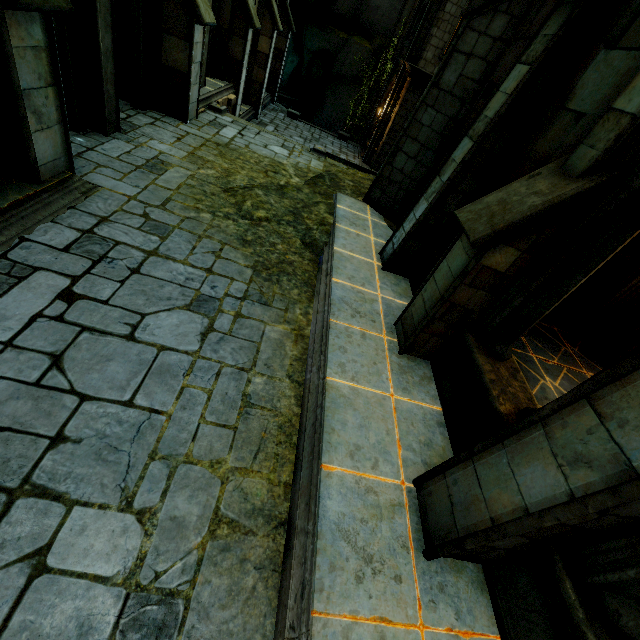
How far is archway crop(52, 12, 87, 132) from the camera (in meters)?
5.73

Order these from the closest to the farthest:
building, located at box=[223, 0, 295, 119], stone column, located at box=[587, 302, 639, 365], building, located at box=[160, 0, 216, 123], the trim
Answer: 1. the trim
2. stone column, located at box=[587, 302, 639, 365]
3. building, located at box=[160, 0, 216, 123]
4. building, located at box=[223, 0, 295, 119]

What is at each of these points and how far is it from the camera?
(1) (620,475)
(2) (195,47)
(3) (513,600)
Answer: (1) stone column, 1.9m
(2) building, 8.5m
(3) wall trim, 2.8m

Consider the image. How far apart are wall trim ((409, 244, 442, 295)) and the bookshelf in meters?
1.4 m

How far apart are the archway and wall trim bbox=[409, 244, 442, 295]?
7.4 meters

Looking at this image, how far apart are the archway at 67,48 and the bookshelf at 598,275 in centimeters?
878cm

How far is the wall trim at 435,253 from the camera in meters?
5.9 m

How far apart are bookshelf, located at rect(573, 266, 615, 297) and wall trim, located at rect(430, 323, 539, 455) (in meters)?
1.77
